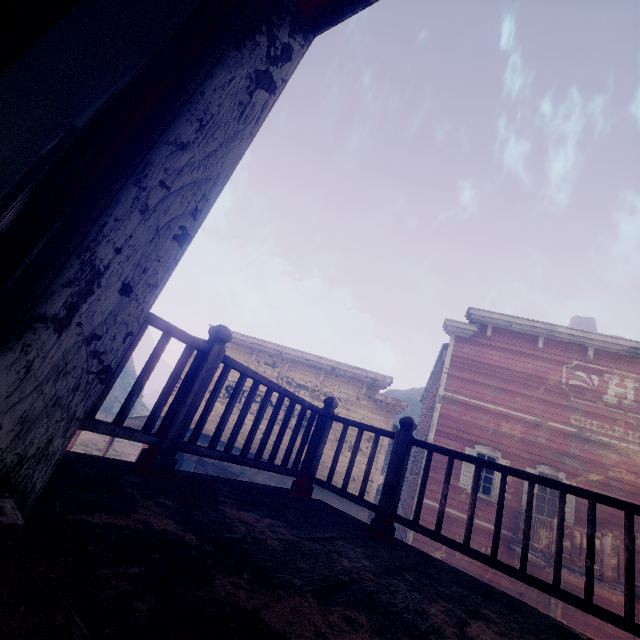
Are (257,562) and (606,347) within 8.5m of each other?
no

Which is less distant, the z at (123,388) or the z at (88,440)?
the z at (88,440)

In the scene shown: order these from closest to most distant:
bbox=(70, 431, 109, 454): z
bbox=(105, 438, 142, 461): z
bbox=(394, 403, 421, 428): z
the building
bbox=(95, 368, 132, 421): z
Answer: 1. the building
2. bbox=(70, 431, 109, 454): z
3. bbox=(105, 438, 142, 461): z
4. bbox=(95, 368, 132, 421): z
5. bbox=(394, 403, 421, 428): z

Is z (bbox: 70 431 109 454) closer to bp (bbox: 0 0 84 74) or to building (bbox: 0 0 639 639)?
building (bbox: 0 0 639 639)

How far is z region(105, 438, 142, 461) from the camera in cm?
2283
